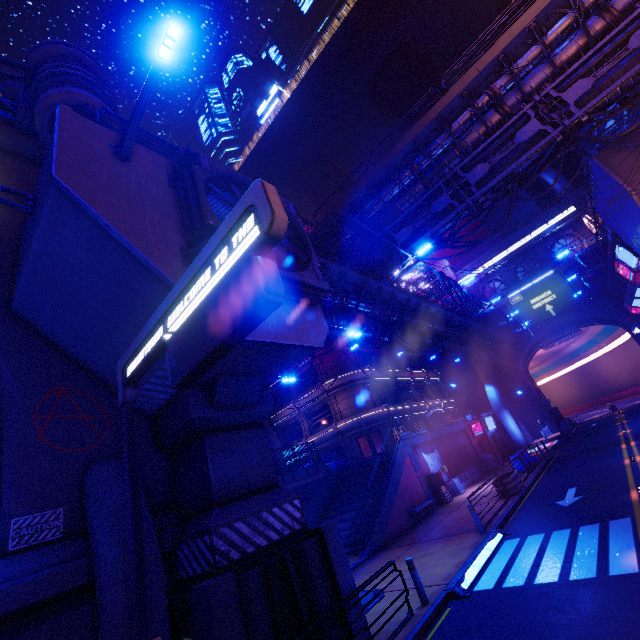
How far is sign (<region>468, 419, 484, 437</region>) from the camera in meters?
33.0 m

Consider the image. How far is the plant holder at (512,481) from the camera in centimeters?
1695cm

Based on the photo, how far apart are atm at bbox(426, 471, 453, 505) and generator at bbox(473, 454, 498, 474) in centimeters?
801cm

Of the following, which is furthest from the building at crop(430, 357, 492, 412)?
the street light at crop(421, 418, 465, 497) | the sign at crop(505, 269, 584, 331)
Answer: the street light at crop(421, 418, 465, 497)

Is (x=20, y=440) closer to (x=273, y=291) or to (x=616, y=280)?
(x=273, y=291)

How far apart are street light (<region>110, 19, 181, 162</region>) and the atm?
24.3 meters

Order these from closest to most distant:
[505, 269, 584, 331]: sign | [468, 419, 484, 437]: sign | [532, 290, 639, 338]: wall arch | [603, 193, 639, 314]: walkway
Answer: [603, 193, 639, 314]: walkway → [468, 419, 484, 437]: sign → [532, 290, 639, 338]: wall arch → [505, 269, 584, 331]: sign

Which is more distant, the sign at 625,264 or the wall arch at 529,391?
the wall arch at 529,391
